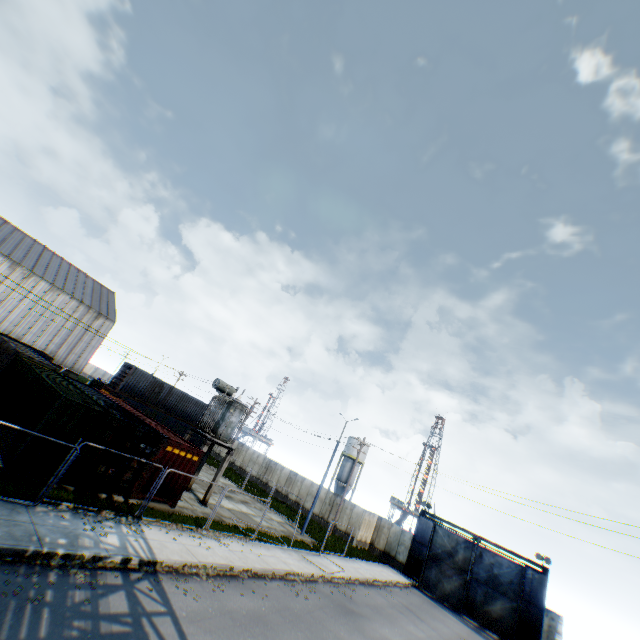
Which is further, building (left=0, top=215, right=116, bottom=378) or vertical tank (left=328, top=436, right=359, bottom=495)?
vertical tank (left=328, top=436, right=359, bottom=495)

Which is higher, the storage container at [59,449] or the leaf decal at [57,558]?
the storage container at [59,449]

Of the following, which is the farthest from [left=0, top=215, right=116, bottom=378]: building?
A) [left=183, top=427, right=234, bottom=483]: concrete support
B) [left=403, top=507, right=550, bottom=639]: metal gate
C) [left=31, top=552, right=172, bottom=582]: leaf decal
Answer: [left=403, top=507, right=550, bottom=639]: metal gate

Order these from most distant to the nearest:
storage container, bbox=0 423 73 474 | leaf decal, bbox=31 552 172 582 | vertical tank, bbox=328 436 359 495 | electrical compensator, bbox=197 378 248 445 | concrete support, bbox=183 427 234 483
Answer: vertical tank, bbox=328 436 359 495, electrical compensator, bbox=197 378 248 445, concrete support, bbox=183 427 234 483, storage container, bbox=0 423 73 474, leaf decal, bbox=31 552 172 582

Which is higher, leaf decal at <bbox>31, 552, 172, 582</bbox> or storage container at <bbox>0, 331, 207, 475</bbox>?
storage container at <bbox>0, 331, 207, 475</bbox>

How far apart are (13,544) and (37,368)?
14.57m

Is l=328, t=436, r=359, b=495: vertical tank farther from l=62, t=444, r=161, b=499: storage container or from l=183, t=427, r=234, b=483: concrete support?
l=62, t=444, r=161, b=499: storage container

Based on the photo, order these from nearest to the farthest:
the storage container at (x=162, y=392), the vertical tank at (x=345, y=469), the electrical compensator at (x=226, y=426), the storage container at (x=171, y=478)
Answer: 1. the storage container at (x=162, y=392)
2. the storage container at (x=171, y=478)
3. the electrical compensator at (x=226, y=426)
4. the vertical tank at (x=345, y=469)
